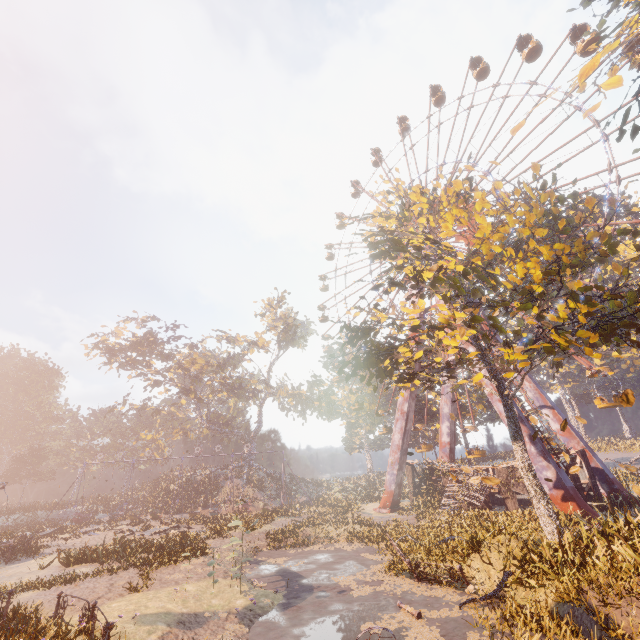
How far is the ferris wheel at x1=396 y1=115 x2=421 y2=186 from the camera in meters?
41.1 m

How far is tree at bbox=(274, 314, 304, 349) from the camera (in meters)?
56.25

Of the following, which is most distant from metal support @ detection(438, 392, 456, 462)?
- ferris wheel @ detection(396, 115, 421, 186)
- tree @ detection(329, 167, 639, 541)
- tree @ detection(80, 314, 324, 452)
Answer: tree @ detection(80, 314, 324, 452)

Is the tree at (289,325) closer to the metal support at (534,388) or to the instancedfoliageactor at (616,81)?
the metal support at (534,388)

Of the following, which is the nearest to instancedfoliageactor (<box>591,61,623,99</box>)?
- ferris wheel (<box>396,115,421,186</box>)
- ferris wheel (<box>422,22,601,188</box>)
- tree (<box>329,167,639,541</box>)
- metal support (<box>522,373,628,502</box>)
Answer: tree (<box>329,167,639,541</box>)

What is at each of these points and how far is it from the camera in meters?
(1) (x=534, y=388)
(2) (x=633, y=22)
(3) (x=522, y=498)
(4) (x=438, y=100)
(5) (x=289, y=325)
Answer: (1) metal support, 28.2
(2) instancedfoliageactor, 16.2
(3) building, 26.6
(4) ferris wheel, 40.8
(5) tree, 57.5

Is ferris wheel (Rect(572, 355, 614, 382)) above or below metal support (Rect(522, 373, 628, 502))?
above

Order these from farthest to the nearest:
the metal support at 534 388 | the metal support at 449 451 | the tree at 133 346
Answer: the tree at 133 346, the metal support at 449 451, the metal support at 534 388
